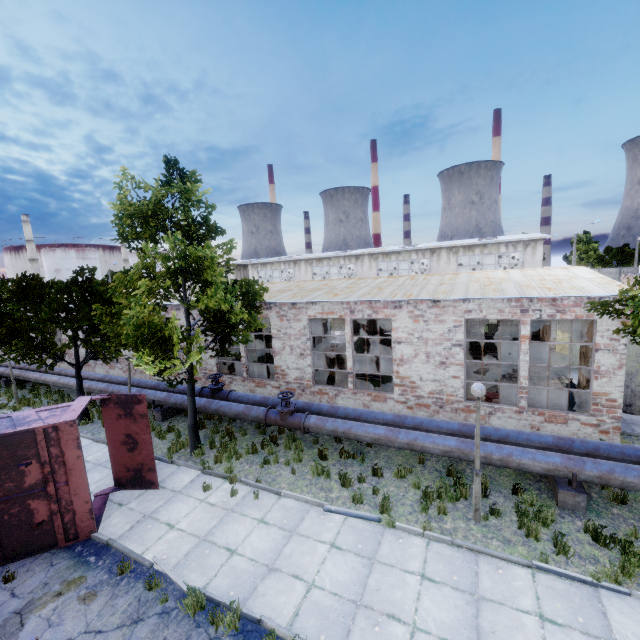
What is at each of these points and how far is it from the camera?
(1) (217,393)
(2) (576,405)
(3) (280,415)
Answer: (1) pipe valve, 14.1m
(2) gas tank, 11.2m
(3) pipe valve, 11.4m

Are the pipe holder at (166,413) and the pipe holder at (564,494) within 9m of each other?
no

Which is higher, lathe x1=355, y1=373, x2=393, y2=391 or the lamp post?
the lamp post

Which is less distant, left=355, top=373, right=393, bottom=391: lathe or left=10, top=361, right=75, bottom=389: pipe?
left=355, top=373, right=393, bottom=391: lathe

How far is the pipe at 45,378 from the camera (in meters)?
17.61

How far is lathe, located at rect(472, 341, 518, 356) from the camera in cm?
2047

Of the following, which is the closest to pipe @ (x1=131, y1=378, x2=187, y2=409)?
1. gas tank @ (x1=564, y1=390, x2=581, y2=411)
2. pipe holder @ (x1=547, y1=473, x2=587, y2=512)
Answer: pipe holder @ (x1=547, y1=473, x2=587, y2=512)

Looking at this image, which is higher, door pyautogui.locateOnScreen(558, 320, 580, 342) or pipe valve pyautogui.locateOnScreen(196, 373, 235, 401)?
door pyautogui.locateOnScreen(558, 320, 580, 342)
